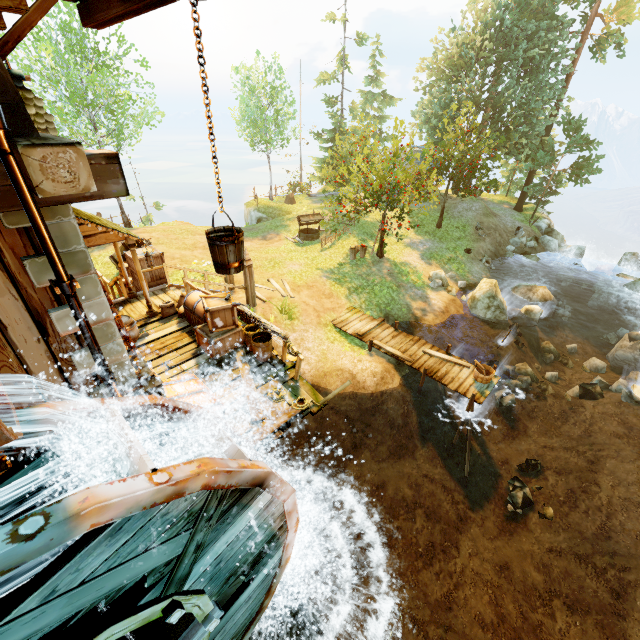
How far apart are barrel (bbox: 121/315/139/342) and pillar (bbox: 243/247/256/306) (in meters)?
4.63

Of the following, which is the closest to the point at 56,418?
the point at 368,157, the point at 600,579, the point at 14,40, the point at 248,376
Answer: the point at 14,40

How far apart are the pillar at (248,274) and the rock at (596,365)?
16.35m

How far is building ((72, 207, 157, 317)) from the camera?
8.51m

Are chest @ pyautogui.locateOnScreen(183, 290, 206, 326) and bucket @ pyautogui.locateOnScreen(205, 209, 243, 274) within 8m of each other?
yes

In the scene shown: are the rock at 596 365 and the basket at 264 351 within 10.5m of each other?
no

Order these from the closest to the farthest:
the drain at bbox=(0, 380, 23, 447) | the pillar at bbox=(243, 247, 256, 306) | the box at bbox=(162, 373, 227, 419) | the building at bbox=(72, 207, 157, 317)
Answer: the drain at bbox=(0, 380, 23, 447), the box at bbox=(162, 373, 227, 419), the building at bbox=(72, 207, 157, 317), the pillar at bbox=(243, 247, 256, 306)

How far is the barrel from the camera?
9.2 meters
